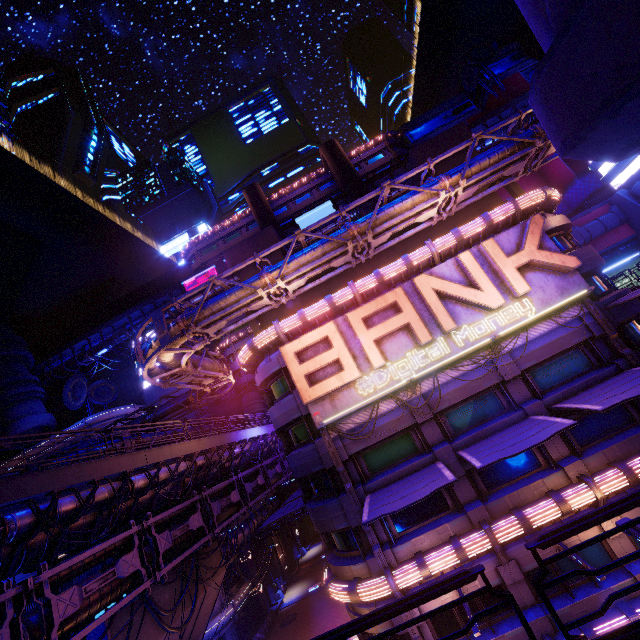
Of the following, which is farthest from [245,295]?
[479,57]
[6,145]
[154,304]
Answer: [6,145]

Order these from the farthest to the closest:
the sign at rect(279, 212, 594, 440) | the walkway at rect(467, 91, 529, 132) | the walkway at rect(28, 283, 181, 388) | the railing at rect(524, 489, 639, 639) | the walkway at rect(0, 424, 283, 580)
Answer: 1. the walkway at rect(28, 283, 181, 388)
2. the walkway at rect(467, 91, 529, 132)
3. the sign at rect(279, 212, 594, 440)
4. the walkway at rect(0, 424, 283, 580)
5. the railing at rect(524, 489, 639, 639)

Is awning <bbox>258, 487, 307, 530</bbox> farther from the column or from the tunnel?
the column

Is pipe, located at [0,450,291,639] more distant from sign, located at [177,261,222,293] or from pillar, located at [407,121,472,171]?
sign, located at [177,261,222,293]

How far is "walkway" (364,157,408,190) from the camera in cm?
4995

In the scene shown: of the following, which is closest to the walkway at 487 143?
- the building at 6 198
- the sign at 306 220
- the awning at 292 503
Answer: the sign at 306 220

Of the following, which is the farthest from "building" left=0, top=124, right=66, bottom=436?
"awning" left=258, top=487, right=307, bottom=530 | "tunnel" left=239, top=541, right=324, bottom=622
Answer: "awning" left=258, top=487, right=307, bottom=530

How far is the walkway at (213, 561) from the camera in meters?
21.8 m
